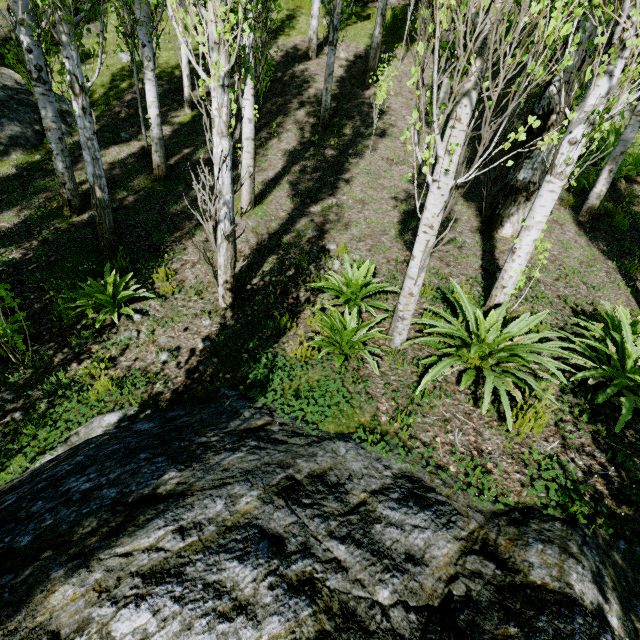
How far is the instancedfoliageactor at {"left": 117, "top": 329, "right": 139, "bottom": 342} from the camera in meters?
4.3 m

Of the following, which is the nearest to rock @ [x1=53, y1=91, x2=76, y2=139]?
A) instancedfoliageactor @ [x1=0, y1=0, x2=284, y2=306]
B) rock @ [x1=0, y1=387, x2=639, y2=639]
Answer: instancedfoliageactor @ [x1=0, y1=0, x2=284, y2=306]

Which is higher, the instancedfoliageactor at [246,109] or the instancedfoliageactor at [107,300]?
the instancedfoliageactor at [246,109]

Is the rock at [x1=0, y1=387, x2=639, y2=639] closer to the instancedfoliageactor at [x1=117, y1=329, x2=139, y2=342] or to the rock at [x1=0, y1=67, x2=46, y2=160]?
the instancedfoliageactor at [x1=117, y1=329, x2=139, y2=342]

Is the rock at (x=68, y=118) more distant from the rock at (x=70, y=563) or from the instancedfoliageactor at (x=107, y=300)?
the rock at (x=70, y=563)

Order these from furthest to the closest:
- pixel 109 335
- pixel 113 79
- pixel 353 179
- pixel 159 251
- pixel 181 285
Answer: pixel 113 79 → pixel 353 179 → pixel 159 251 → pixel 181 285 → pixel 109 335
